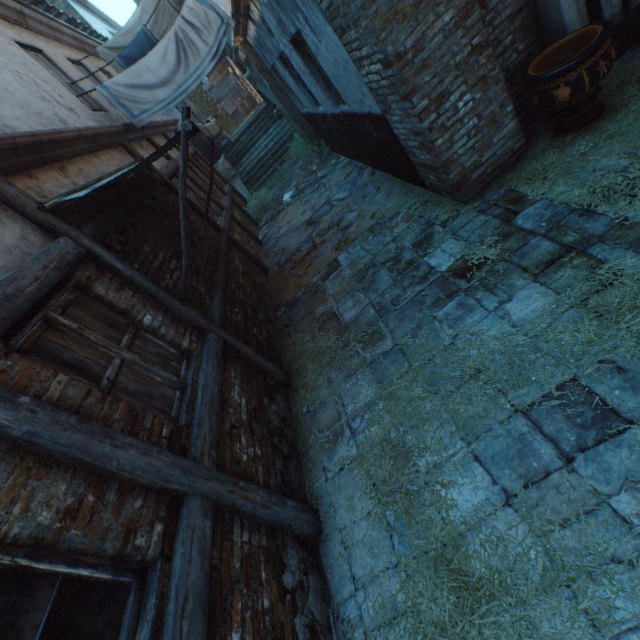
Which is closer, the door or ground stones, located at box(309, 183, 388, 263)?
the door

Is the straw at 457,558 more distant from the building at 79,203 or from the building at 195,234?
the building at 195,234

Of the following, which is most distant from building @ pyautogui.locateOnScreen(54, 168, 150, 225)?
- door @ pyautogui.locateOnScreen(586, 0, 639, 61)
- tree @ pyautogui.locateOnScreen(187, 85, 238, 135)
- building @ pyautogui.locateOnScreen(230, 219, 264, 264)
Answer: door @ pyautogui.locateOnScreen(586, 0, 639, 61)

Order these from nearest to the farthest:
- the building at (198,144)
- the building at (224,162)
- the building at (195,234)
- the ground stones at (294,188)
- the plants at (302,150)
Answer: the building at (195,234) → the ground stones at (294,188) → the plants at (302,150) → the building at (198,144) → the building at (224,162)

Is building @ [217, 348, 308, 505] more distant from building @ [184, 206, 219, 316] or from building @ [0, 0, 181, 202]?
building @ [0, 0, 181, 202]

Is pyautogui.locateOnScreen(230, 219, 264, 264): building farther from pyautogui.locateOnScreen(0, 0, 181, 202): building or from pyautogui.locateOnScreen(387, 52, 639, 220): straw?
pyautogui.locateOnScreen(387, 52, 639, 220): straw

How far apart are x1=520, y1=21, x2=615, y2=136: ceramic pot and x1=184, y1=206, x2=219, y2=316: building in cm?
464

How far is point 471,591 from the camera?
2.06m
